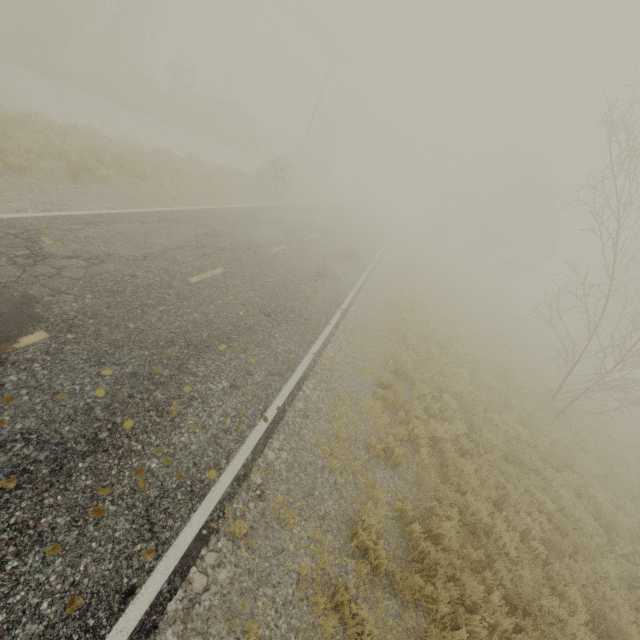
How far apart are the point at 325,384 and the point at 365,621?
4.58m
